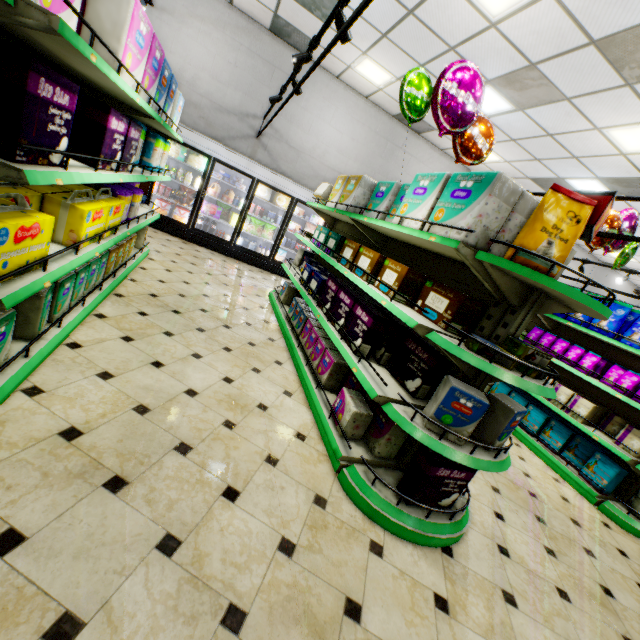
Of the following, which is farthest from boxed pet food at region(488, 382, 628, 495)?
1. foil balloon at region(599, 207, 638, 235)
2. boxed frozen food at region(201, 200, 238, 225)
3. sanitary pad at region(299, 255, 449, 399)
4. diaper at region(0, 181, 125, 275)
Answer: boxed frozen food at region(201, 200, 238, 225)

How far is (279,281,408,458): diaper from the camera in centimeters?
266cm

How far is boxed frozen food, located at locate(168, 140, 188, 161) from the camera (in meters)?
6.96

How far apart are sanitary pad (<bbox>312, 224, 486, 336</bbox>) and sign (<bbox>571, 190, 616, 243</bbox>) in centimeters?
60cm

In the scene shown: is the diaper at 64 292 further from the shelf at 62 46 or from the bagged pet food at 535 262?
the bagged pet food at 535 262

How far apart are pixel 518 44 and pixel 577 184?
4.60m

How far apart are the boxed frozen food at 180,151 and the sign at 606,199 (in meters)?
7.28

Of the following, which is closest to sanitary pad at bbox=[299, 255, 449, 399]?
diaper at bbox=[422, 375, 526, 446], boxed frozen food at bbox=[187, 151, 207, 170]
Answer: diaper at bbox=[422, 375, 526, 446]
